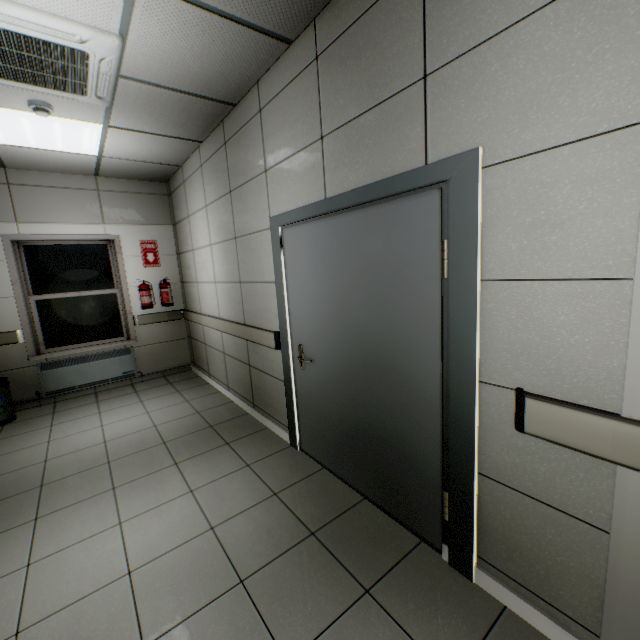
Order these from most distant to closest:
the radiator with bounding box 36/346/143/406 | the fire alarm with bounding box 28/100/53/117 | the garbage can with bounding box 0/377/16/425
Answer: the radiator with bounding box 36/346/143/406
the garbage can with bounding box 0/377/16/425
the fire alarm with bounding box 28/100/53/117

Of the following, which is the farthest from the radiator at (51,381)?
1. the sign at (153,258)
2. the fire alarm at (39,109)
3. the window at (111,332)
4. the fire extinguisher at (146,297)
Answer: the fire alarm at (39,109)

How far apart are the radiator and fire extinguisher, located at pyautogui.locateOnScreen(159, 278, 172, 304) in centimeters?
85cm

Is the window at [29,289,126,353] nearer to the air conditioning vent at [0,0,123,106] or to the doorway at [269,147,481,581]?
the air conditioning vent at [0,0,123,106]

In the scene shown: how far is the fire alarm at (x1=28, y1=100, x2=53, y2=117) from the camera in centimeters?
272cm

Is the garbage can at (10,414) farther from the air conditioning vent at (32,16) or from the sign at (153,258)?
the air conditioning vent at (32,16)

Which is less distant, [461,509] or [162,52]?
[461,509]

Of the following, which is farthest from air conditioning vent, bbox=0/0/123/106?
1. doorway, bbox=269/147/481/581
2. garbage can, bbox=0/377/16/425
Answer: garbage can, bbox=0/377/16/425
